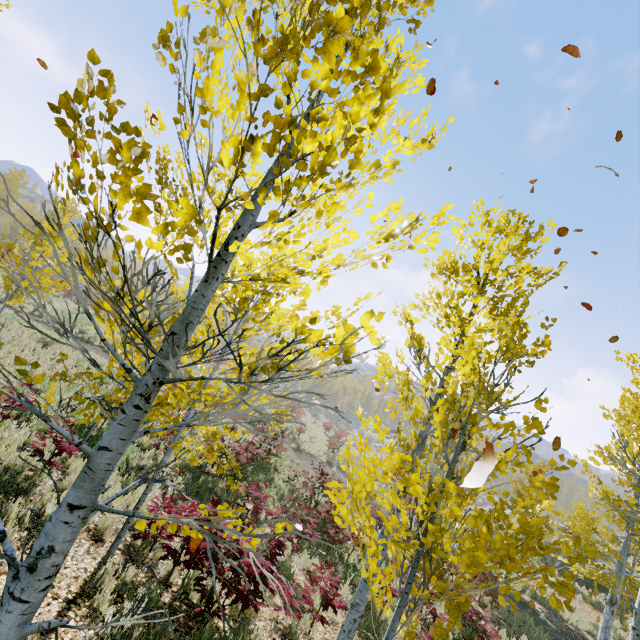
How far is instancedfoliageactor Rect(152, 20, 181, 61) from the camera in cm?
129

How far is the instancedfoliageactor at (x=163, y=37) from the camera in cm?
129

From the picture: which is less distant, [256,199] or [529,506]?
[256,199]
